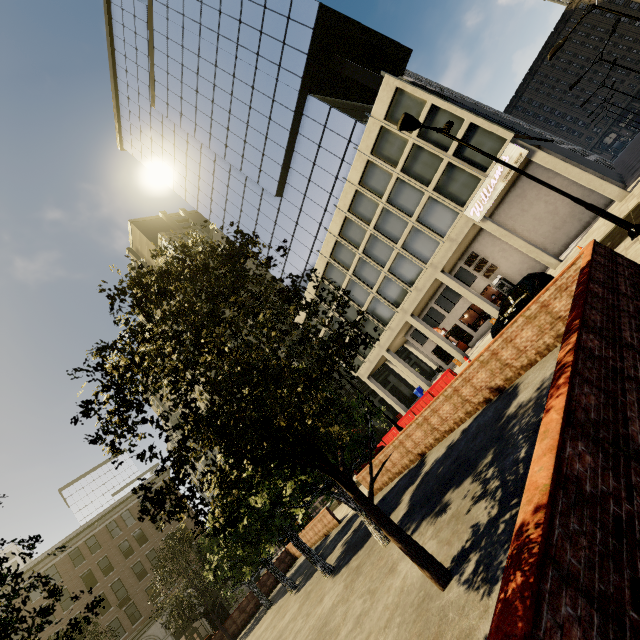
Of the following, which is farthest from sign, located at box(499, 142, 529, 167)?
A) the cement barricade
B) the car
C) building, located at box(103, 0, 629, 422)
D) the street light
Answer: the cement barricade

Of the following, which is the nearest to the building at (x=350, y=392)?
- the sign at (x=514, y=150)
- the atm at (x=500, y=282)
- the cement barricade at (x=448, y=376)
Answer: the cement barricade at (x=448, y=376)

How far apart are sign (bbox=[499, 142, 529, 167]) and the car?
7.3m

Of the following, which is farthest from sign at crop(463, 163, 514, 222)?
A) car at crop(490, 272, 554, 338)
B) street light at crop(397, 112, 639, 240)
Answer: street light at crop(397, 112, 639, 240)

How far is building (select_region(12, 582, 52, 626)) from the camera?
32.9 meters

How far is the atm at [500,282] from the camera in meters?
26.3

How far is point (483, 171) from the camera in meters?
21.4 m

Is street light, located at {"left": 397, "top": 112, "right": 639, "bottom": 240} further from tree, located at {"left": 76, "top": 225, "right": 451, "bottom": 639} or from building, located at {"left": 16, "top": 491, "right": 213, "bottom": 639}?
building, located at {"left": 16, "top": 491, "right": 213, "bottom": 639}
